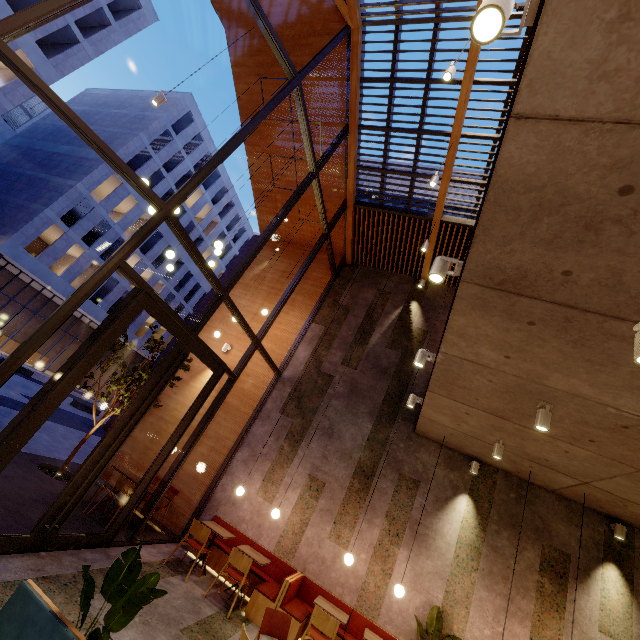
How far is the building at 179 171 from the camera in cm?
2777

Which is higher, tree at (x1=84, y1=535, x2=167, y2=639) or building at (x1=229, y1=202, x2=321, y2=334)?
building at (x1=229, y1=202, x2=321, y2=334)

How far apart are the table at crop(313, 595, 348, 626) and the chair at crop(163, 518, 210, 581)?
2.3 meters

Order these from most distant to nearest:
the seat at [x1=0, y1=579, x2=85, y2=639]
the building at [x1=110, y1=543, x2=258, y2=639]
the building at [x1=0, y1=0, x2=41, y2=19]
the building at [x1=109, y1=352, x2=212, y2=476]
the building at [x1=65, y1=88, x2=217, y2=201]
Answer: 1. the building at [x1=65, y1=88, x2=217, y2=201]
2. the building at [x1=0, y1=0, x2=41, y2=19]
3. the building at [x1=109, y1=352, x2=212, y2=476]
4. the building at [x1=110, y1=543, x2=258, y2=639]
5. the seat at [x1=0, y1=579, x2=85, y2=639]

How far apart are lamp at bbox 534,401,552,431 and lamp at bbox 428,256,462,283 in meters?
2.4 m

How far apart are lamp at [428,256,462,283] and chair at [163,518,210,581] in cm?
627

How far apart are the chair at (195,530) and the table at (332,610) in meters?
2.3 m

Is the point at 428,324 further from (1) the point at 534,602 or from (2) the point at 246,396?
(1) the point at 534,602
